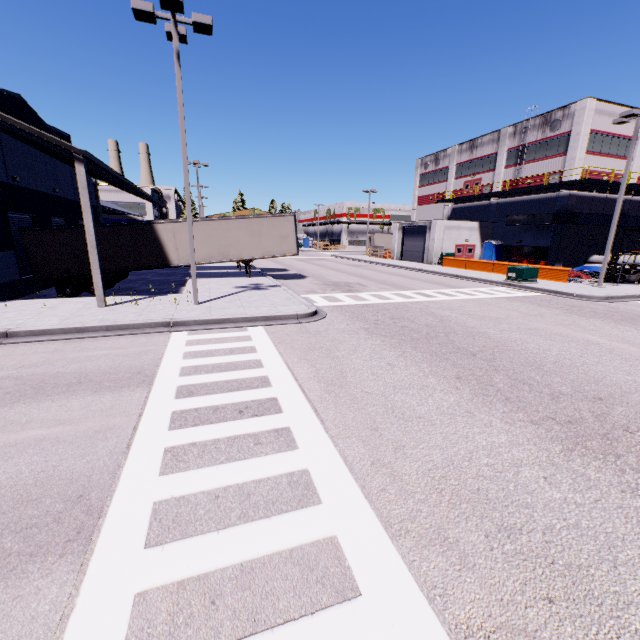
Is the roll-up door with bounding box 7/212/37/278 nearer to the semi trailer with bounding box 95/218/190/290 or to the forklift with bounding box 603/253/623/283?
the semi trailer with bounding box 95/218/190/290

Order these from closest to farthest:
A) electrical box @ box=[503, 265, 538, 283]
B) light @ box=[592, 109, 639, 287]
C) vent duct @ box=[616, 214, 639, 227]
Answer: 1. light @ box=[592, 109, 639, 287]
2. electrical box @ box=[503, 265, 538, 283]
3. vent duct @ box=[616, 214, 639, 227]

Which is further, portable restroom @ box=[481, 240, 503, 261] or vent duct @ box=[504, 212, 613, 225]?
portable restroom @ box=[481, 240, 503, 261]

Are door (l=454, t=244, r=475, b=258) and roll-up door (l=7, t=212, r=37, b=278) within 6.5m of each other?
no

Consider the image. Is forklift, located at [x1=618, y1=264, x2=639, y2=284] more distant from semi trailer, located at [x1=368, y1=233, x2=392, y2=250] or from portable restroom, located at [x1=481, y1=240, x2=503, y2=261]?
semi trailer, located at [x1=368, y1=233, x2=392, y2=250]

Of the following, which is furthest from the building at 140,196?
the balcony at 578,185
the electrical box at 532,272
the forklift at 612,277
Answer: the forklift at 612,277

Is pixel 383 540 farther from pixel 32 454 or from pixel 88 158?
pixel 88 158

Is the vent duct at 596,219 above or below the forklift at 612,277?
above
